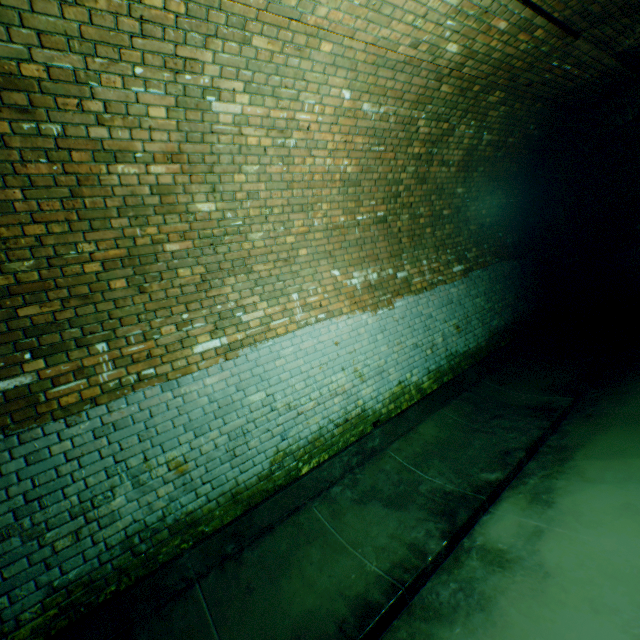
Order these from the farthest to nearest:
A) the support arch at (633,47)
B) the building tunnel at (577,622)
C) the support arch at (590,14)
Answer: the support arch at (633,47) < the support arch at (590,14) < the building tunnel at (577,622)

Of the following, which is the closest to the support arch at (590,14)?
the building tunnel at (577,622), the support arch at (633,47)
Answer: the building tunnel at (577,622)

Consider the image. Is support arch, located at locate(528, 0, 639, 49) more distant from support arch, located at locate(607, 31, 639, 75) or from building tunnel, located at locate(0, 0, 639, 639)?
support arch, located at locate(607, 31, 639, 75)

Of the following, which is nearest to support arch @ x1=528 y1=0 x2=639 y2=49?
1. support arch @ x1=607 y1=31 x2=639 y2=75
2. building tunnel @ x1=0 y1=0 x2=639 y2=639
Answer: building tunnel @ x1=0 y1=0 x2=639 y2=639

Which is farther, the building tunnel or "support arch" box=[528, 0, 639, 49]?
"support arch" box=[528, 0, 639, 49]

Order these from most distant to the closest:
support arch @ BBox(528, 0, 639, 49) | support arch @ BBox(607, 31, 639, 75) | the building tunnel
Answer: support arch @ BBox(607, 31, 639, 75), support arch @ BBox(528, 0, 639, 49), the building tunnel

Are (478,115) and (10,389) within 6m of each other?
no

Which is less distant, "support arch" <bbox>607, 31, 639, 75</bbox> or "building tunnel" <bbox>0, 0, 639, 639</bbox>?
Result: "building tunnel" <bbox>0, 0, 639, 639</bbox>
